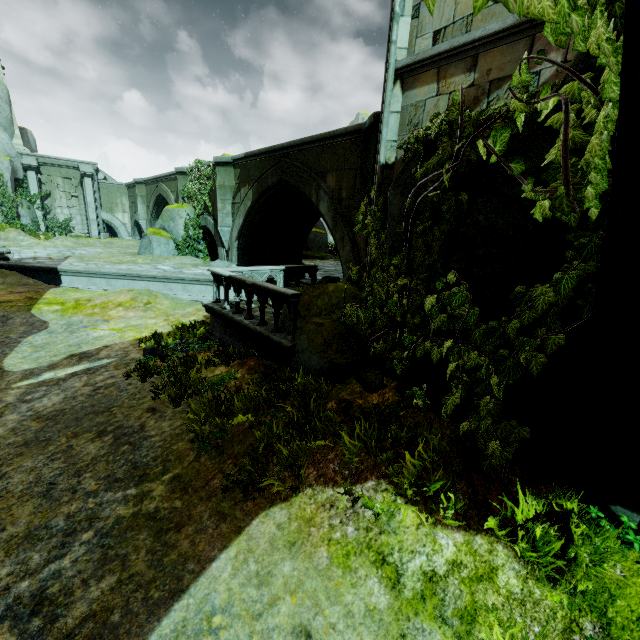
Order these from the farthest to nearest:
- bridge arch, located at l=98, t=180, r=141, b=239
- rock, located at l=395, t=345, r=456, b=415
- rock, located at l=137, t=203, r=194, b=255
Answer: bridge arch, located at l=98, t=180, r=141, b=239
rock, located at l=137, t=203, r=194, b=255
rock, located at l=395, t=345, r=456, b=415

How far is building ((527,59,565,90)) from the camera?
3.85m

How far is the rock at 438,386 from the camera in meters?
4.0

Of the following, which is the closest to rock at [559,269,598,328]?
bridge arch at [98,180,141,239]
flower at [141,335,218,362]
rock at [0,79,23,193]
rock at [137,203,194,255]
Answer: flower at [141,335,218,362]

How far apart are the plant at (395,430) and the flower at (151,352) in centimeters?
260cm

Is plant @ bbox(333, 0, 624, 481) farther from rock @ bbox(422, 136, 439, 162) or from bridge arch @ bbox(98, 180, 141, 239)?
bridge arch @ bbox(98, 180, 141, 239)

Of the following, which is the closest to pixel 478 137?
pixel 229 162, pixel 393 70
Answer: pixel 393 70

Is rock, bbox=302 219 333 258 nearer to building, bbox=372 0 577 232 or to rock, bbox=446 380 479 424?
building, bbox=372 0 577 232
